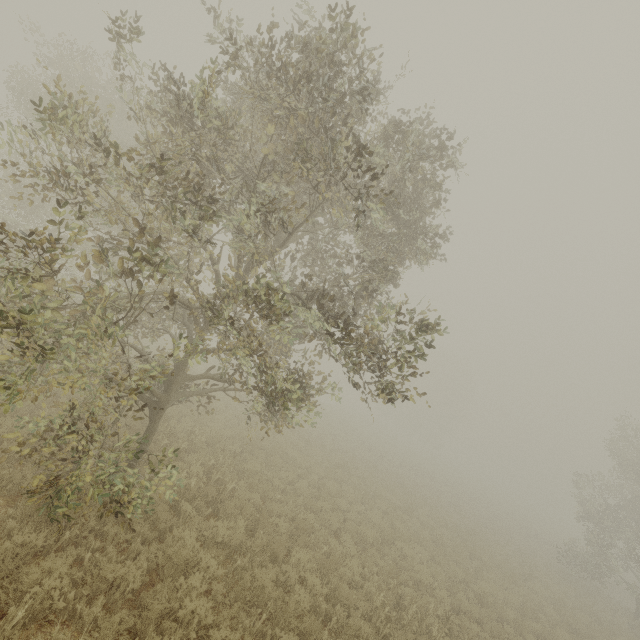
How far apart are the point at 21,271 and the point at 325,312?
17.32m
